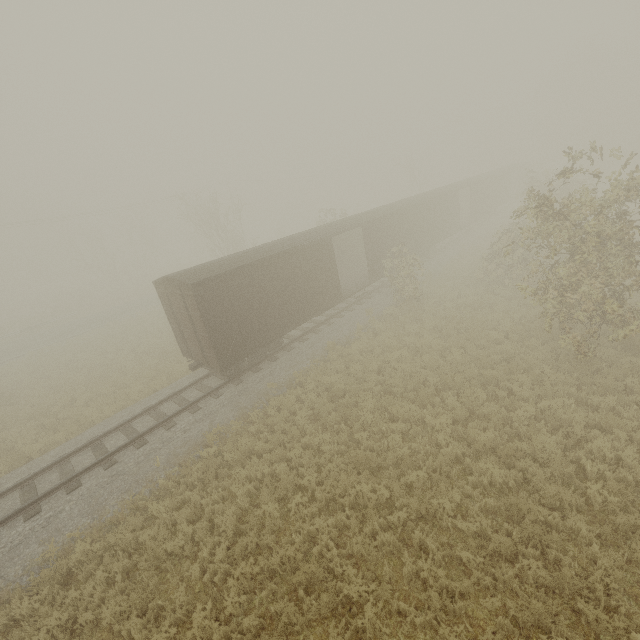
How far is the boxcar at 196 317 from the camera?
12.40m

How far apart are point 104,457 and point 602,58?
69.6m

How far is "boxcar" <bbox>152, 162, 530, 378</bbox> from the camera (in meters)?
12.40
